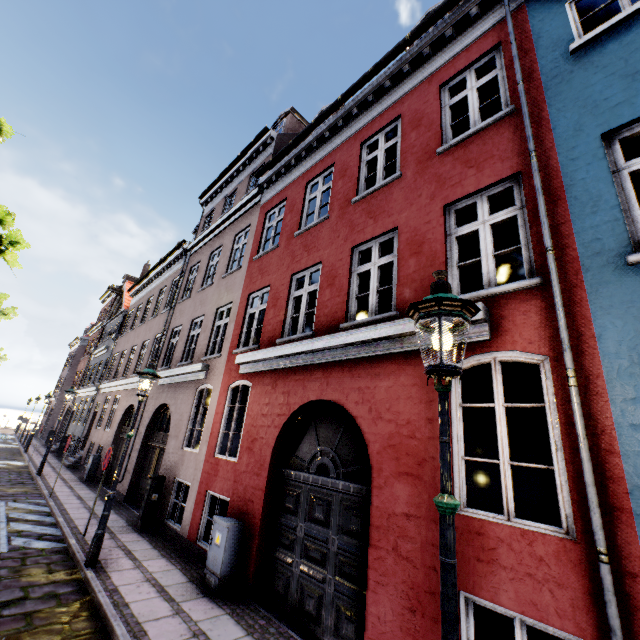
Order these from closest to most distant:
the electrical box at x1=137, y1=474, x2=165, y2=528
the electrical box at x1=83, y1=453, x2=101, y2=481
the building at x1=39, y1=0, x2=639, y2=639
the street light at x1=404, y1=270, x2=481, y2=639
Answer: the street light at x1=404, y1=270, x2=481, y2=639, the building at x1=39, y1=0, x2=639, y2=639, the electrical box at x1=137, y1=474, x2=165, y2=528, the electrical box at x1=83, y1=453, x2=101, y2=481

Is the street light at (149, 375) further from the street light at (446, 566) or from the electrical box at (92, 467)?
the electrical box at (92, 467)

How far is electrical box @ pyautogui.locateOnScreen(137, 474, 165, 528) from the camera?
8.6m

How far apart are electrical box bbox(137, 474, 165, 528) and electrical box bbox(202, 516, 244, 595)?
3.8m

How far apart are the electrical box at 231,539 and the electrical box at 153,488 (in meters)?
3.78

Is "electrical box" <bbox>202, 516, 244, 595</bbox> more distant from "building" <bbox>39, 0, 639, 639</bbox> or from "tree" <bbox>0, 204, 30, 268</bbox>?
"tree" <bbox>0, 204, 30, 268</bbox>

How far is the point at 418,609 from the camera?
3.6 meters

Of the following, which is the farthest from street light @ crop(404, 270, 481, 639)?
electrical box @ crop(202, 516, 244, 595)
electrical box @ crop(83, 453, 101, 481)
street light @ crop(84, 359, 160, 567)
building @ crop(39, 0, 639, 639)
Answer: electrical box @ crop(83, 453, 101, 481)
